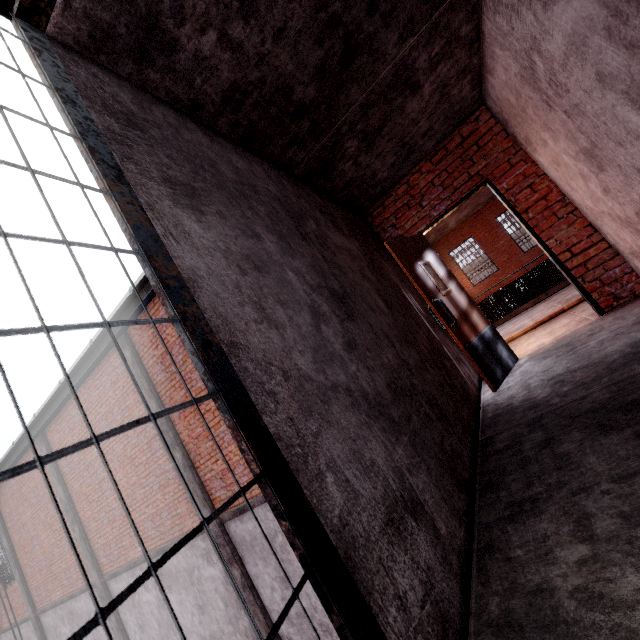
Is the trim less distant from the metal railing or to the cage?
the metal railing

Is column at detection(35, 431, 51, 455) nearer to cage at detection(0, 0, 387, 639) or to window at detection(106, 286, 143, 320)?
window at detection(106, 286, 143, 320)

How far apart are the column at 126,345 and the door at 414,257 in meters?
6.4

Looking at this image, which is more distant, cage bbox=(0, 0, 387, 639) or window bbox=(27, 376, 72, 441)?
window bbox=(27, 376, 72, 441)

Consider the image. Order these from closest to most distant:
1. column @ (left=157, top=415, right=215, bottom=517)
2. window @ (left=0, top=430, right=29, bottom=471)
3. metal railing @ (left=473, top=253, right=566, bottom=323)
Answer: column @ (left=157, top=415, right=215, bottom=517), metal railing @ (left=473, top=253, right=566, bottom=323), window @ (left=0, top=430, right=29, bottom=471)

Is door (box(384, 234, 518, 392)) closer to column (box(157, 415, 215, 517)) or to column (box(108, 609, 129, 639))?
column (box(157, 415, 215, 517))

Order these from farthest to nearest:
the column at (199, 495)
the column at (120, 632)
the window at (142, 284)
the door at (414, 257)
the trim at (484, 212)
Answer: the trim at (484, 212) < the column at (120, 632) < the column at (199, 495) < the window at (142, 284) < the door at (414, 257)

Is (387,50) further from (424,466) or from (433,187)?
(424,466)
